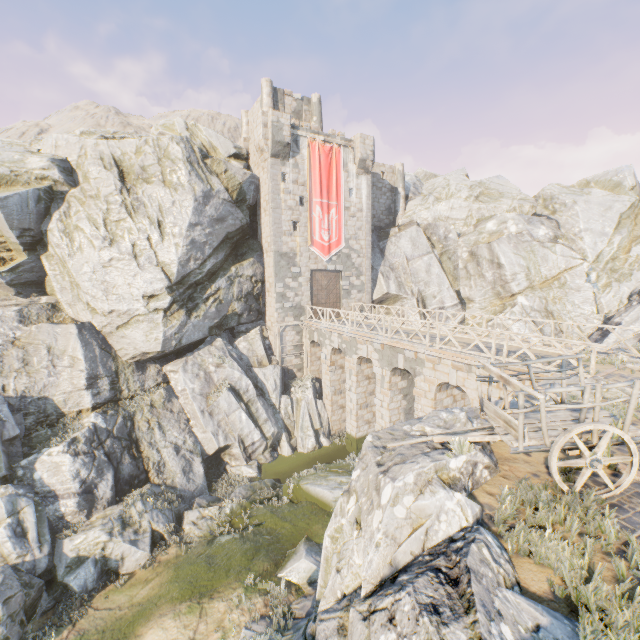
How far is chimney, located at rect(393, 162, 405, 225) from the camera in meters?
32.0 m

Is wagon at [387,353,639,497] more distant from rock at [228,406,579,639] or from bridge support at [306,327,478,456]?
bridge support at [306,327,478,456]

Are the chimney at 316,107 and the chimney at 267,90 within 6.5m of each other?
yes

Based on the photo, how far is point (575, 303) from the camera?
25.0m

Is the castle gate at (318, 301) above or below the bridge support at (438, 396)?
above

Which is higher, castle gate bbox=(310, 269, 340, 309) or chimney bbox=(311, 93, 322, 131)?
chimney bbox=(311, 93, 322, 131)

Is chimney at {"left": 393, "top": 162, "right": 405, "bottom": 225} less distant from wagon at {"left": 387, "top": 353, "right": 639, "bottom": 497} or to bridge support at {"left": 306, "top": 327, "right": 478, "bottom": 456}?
bridge support at {"left": 306, "top": 327, "right": 478, "bottom": 456}

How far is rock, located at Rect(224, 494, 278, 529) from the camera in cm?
1498
